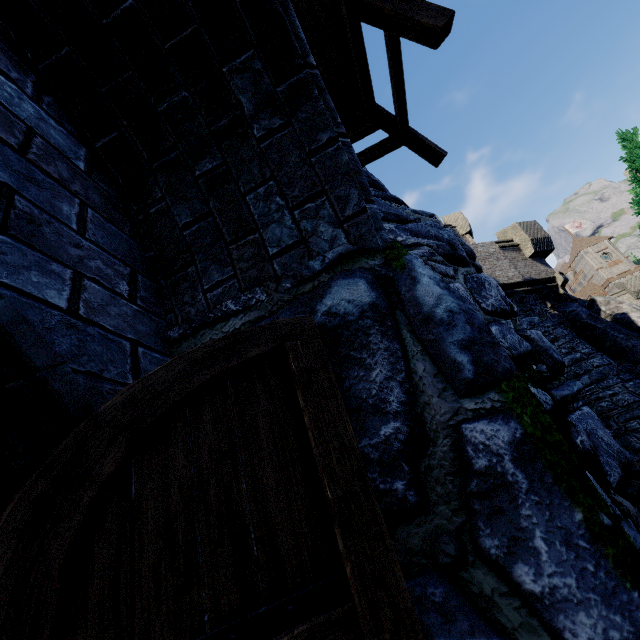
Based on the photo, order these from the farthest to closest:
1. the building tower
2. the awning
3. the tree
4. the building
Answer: the building tower, the tree, the awning, the building

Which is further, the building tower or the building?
the building tower

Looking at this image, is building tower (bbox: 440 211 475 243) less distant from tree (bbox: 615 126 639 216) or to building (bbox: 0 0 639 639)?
tree (bbox: 615 126 639 216)

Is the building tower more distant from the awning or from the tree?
the awning

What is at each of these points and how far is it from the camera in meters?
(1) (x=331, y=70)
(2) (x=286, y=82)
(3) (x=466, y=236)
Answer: (1) awning, 3.1 m
(2) building, 1.4 m
(3) building tower, 22.3 m

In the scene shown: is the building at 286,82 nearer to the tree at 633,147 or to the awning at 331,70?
the awning at 331,70

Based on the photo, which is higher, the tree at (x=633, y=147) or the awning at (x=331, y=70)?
the tree at (x=633, y=147)

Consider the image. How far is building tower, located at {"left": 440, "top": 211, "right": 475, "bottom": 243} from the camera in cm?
2205
